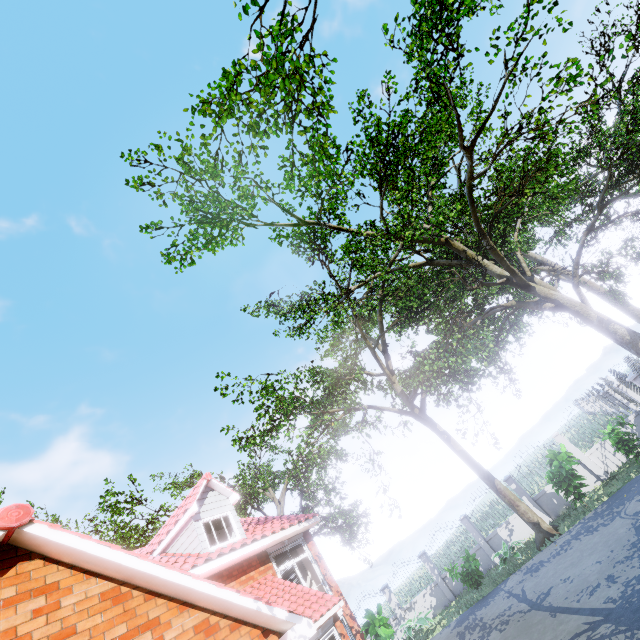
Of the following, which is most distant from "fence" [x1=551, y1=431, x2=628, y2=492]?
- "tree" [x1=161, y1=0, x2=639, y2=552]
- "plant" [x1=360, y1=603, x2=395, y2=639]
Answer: "plant" [x1=360, y1=603, x2=395, y2=639]

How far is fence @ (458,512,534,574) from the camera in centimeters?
1595cm

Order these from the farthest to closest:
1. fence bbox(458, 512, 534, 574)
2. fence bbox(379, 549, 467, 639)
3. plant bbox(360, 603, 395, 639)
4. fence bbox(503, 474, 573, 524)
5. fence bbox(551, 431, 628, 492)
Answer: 1. fence bbox(379, 549, 467, 639)
2. fence bbox(458, 512, 534, 574)
3. fence bbox(503, 474, 573, 524)
4. fence bbox(551, 431, 628, 492)
5. plant bbox(360, 603, 395, 639)

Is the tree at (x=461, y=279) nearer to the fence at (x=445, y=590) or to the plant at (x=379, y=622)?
the fence at (x=445, y=590)

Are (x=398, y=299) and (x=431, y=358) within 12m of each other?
yes

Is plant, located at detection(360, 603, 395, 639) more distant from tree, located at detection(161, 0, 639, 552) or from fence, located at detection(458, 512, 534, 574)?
fence, located at detection(458, 512, 534, 574)
